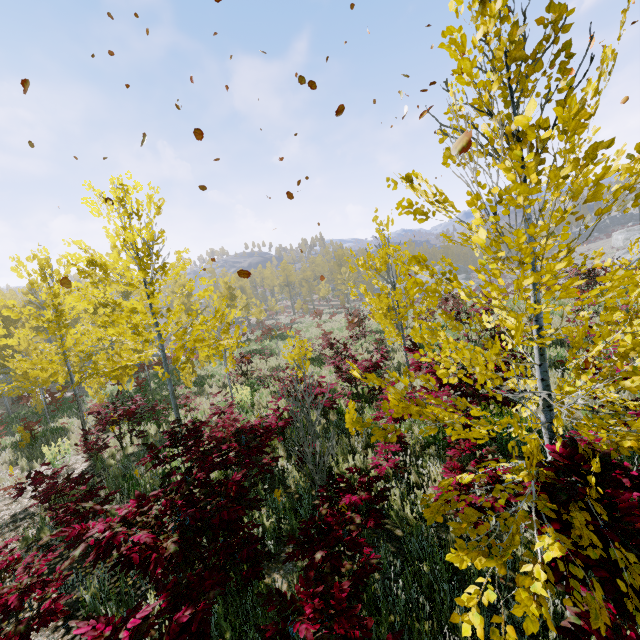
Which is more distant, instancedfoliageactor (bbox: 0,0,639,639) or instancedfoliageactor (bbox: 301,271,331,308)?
instancedfoliageactor (bbox: 301,271,331,308)

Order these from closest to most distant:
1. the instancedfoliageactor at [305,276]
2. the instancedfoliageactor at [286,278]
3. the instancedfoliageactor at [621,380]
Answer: the instancedfoliageactor at [621,380] < the instancedfoliageactor at [286,278] < the instancedfoliageactor at [305,276]

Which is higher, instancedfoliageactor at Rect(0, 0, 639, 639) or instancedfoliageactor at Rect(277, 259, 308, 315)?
instancedfoliageactor at Rect(277, 259, 308, 315)

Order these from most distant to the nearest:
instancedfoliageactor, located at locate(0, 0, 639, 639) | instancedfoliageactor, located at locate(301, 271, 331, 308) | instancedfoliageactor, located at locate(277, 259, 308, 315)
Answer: instancedfoliageactor, located at locate(301, 271, 331, 308) < instancedfoliageactor, located at locate(277, 259, 308, 315) < instancedfoliageactor, located at locate(0, 0, 639, 639)

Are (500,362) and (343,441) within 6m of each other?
yes

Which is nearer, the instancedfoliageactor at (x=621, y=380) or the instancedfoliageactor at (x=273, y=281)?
the instancedfoliageactor at (x=621, y=380)
